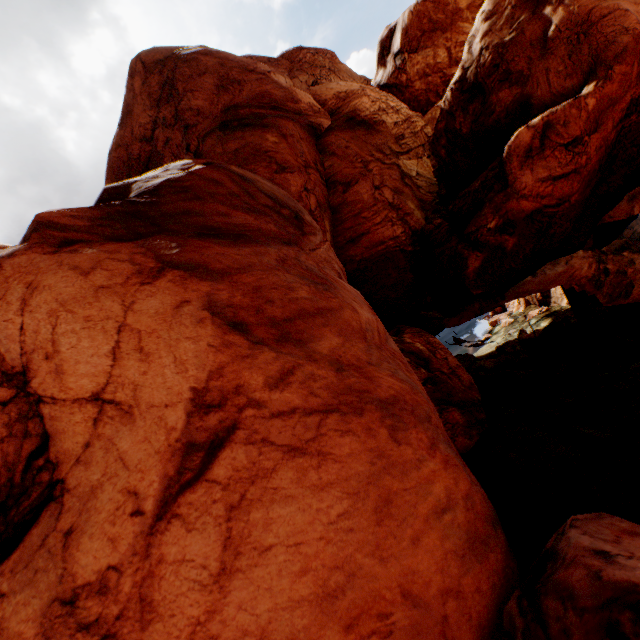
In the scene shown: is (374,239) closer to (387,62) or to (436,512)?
(436,512)
